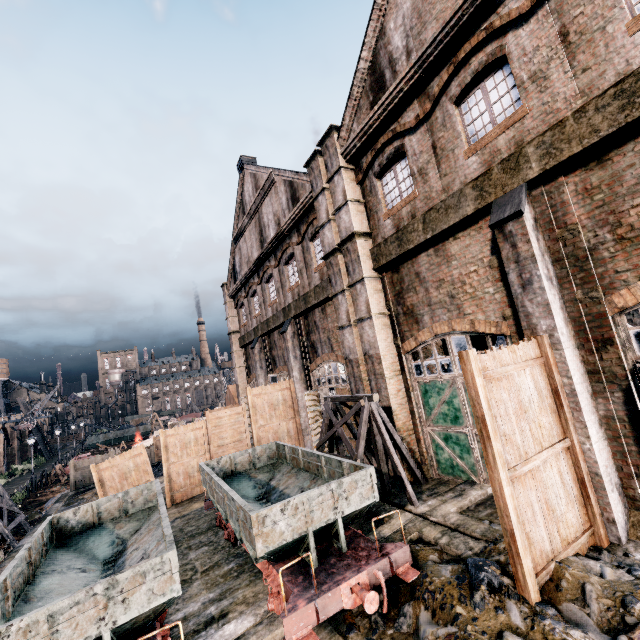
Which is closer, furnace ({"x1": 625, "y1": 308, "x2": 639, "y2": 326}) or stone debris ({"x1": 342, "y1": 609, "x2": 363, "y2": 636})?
stone debris ({"x1": 342, "y1": 609, "x2": 363, "y2": 636})

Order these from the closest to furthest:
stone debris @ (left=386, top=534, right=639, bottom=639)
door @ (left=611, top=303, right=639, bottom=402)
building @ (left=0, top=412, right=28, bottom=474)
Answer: stone debris @ (left=386, top=534, right=639, bottom=639), door @ (left=611, top=303, right=639, bottom=402), building @ (left=0, top=412, right=28, bottom=474)

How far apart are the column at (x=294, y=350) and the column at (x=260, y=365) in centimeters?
565cm

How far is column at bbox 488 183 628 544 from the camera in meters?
6.8 m

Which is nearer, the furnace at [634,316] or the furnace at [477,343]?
the furnace at [477,343]

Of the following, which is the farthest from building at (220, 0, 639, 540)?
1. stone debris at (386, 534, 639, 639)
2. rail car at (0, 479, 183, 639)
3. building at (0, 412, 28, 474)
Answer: building at (0, 412, 28, 474)

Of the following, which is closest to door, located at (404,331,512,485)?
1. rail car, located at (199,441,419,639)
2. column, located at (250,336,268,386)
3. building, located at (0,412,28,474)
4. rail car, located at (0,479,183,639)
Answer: rail car, located at (199,441,419,639)

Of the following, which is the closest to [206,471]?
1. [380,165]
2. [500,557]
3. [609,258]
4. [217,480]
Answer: [217,480]
